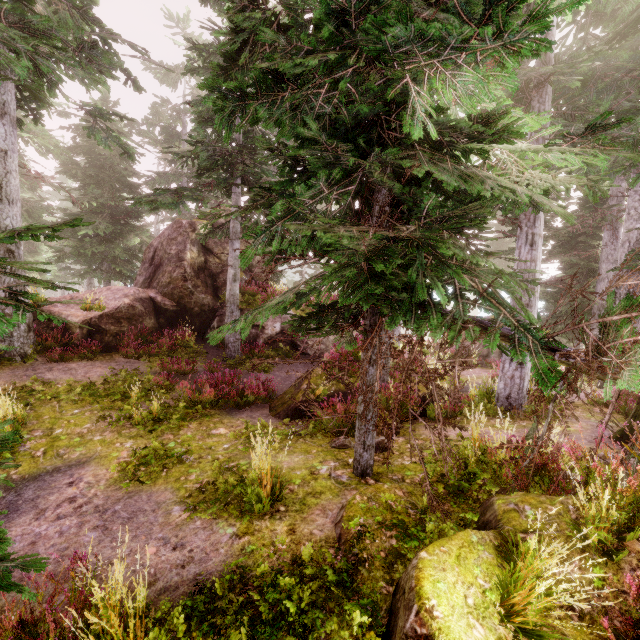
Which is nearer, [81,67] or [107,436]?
[107,436]

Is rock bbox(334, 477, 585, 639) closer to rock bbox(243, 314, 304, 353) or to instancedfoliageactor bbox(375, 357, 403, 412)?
instancedfoliageactor bbox(375, 357, 403, 412)

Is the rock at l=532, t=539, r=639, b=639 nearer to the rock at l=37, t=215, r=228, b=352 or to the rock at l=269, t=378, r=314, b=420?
the rock at l=269, t=378, r=314, b=420

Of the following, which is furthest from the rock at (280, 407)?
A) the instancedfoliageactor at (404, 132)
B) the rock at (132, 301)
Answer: the rock at (132, 301)

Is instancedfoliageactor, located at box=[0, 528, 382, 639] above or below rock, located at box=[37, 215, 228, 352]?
below

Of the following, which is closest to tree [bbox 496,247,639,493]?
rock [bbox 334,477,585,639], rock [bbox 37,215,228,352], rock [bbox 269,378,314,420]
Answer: rock [bbox 334,477,585,639]

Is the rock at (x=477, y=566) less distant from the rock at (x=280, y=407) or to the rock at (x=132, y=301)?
the rock at (x=280, y=407)

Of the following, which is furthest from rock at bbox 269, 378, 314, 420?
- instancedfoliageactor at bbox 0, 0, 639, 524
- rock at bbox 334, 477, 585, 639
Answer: rock at bbox 334, 477, 585, 639
